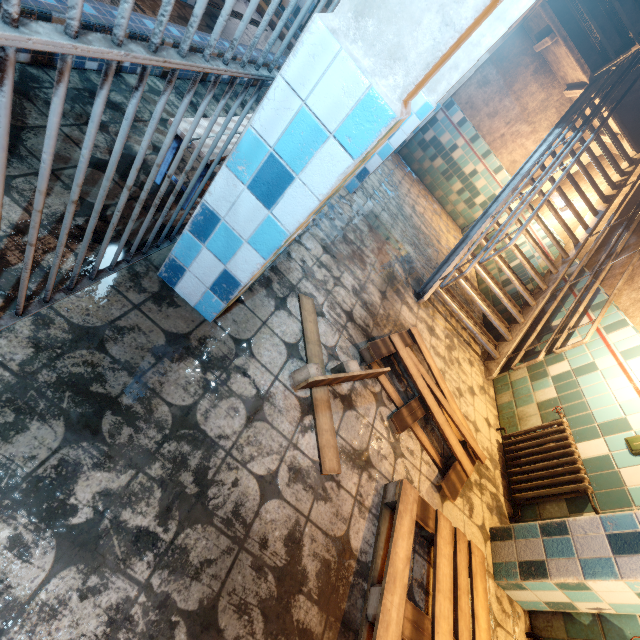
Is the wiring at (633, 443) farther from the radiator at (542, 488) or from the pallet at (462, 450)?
the pallet at (462, 450)

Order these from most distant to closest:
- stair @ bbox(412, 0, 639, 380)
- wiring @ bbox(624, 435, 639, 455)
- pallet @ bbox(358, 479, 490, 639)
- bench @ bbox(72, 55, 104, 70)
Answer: stair @ bbox(412, 0, 639, 380) → wiring @ bbox(624, 435, 639, 455) → bench @ bbox(72, 55, 104, 70) → pallet @ bbox(358, 479, 490, 639)

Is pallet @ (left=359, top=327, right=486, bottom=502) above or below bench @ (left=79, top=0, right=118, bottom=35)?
below

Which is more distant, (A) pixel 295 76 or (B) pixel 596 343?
(B) pixel 596 343

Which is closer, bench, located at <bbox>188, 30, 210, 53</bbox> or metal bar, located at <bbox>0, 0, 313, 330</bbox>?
metal bar, located at <bbox>0, 0, 313, 330</bbox>

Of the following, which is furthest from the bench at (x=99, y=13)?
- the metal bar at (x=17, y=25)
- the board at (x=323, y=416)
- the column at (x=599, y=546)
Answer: the column at (x=599, y=546)

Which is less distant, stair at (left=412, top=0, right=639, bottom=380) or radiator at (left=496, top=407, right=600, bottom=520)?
radiator at (left=496, top=407, right=600, bottom=520)

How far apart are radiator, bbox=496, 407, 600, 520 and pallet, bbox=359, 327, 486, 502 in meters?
0.5
